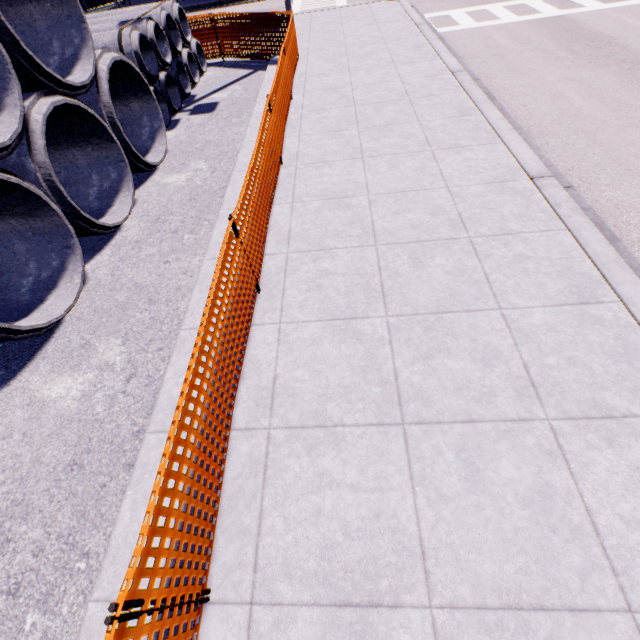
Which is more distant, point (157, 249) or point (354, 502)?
point (157, 249)
